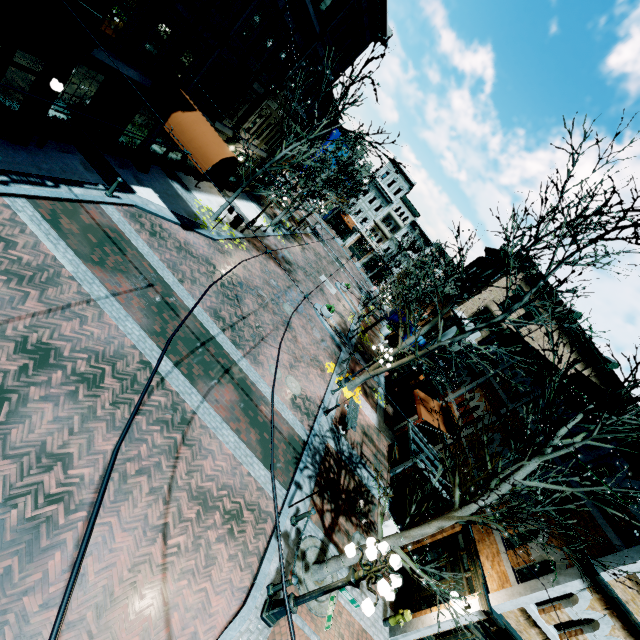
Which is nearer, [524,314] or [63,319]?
[63,319]

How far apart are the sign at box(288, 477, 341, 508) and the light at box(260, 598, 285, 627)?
2.1m

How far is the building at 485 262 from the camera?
29.61m

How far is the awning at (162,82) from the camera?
12.3m

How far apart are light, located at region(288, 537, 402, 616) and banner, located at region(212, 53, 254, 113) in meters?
17.4

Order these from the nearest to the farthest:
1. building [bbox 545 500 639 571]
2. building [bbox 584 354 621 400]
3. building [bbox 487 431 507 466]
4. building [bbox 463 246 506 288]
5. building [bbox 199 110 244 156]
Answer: building [bbox 545 500 639 571] → building [bbox 584 354 621 400] → building [bbox 487 431 507 466] → building [bbox 199 110 244 156] → building [bbox 463 246 506 288]

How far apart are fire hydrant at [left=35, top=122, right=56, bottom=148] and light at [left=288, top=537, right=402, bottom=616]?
14.8m

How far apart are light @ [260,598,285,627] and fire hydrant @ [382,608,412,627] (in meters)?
4.59
